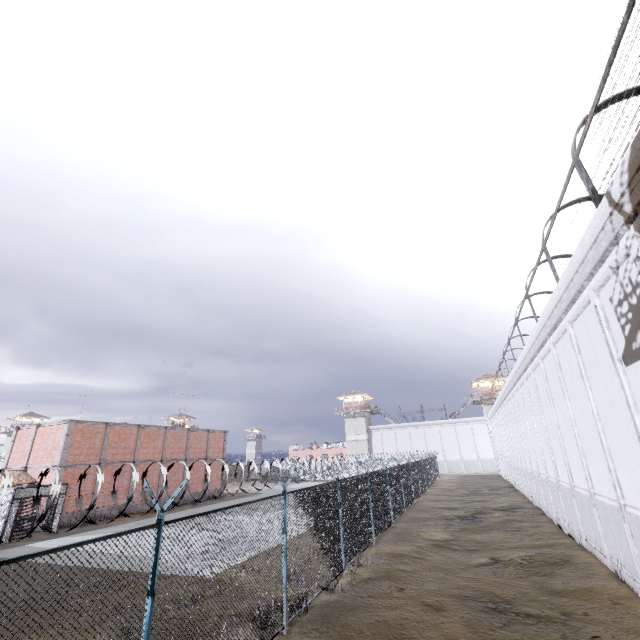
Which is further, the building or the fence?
the building

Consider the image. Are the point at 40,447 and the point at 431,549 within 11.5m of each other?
no

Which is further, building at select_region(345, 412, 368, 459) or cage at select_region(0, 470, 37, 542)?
building at select_region(345, 412, 368, 459)

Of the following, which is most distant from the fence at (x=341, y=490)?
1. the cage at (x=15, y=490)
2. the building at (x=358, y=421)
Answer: the building at (x=358, y=421)

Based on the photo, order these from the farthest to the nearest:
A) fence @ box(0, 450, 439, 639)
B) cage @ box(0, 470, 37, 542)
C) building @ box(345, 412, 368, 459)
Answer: building @ box(345, 412, 368, 459)
cage @ box(0, 470, 37, 542)
fence @ box(0, 450, 439, 639)

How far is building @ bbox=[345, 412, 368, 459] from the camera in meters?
57.4 m

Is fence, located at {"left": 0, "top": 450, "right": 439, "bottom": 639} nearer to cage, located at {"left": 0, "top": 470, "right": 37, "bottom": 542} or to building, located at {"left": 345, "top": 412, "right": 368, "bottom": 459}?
cage, located at {"left": 0, "top": 470, "right": 37, "bottom": 542}

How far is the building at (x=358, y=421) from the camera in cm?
5744
